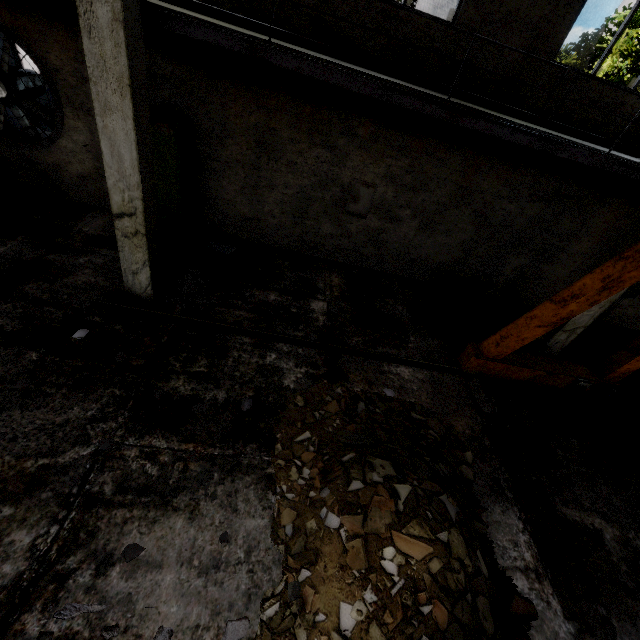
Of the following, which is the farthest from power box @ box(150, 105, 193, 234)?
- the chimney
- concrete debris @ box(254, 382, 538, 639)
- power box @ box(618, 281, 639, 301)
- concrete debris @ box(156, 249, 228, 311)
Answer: the chimney

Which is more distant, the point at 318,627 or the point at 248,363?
the point at 248,363

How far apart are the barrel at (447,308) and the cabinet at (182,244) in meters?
4.8 m

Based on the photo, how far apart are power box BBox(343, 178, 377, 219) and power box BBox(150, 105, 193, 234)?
3.5m

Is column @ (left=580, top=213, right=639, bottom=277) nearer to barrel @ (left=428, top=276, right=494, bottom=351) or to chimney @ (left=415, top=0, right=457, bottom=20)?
barrel @ (left=428, top=276, right=494, bottom=351)

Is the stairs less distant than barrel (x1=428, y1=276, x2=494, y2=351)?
Yes

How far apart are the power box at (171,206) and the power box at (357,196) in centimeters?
347cm

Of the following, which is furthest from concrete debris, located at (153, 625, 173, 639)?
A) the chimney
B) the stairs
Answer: the chimney
